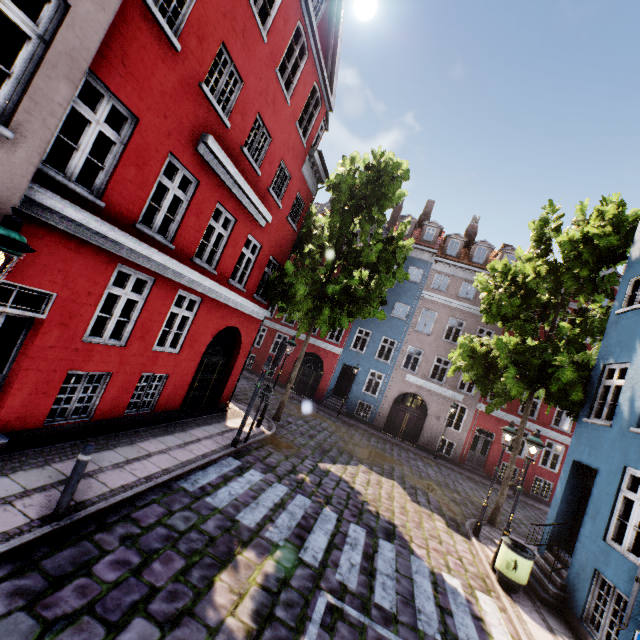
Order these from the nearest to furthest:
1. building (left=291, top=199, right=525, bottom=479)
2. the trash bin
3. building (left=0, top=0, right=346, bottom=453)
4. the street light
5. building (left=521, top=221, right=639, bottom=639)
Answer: the street light, building (left=0, top=0, right=346, bottom=453), building (left=521, top=221, right=639, bottom=639), the trash bin, building (left=291, top=199, right=525, bottom=479)

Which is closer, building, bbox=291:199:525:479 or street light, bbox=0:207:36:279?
street light, bbox=0:207:36:279

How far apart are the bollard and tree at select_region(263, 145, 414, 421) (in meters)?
9.57

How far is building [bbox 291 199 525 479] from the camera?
21.8m

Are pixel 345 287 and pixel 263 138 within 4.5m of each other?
no

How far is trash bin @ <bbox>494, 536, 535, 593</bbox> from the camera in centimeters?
770cm

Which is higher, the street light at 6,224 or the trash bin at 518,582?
the street light at 6,224

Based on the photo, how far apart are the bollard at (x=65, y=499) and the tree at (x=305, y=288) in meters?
9.6
